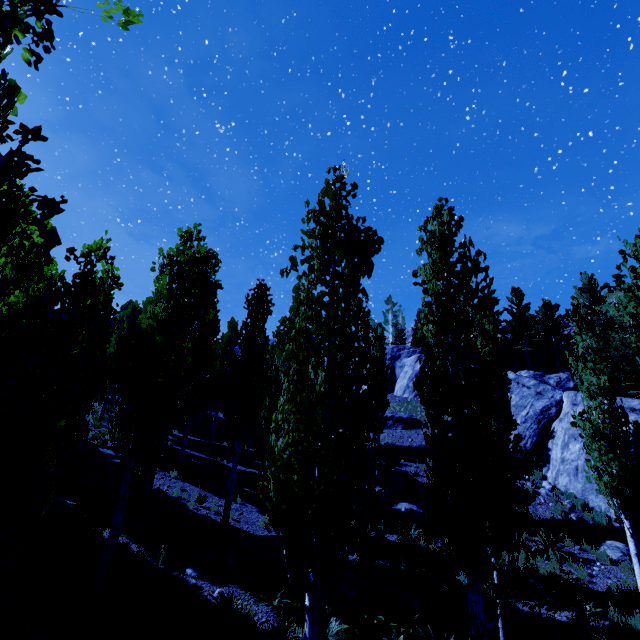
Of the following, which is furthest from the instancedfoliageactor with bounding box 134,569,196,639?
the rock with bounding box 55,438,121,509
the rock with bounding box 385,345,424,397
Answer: the rock with bounding box 55,438,121,509

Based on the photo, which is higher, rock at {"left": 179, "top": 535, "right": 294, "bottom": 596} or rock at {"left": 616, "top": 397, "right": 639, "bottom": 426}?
rock at {"left": 616, "top": 397, "right": 639, "bottom": 426}

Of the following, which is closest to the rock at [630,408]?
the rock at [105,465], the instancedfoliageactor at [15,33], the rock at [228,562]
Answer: the instancedfoliageactor at [15,33]

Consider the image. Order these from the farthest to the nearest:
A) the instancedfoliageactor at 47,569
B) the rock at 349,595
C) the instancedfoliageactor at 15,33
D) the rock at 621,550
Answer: the rock at 621,550 < the rock at 349,595 < the instancedfoliageactor at 47,569 < the instancedfoliageactor at 15,33

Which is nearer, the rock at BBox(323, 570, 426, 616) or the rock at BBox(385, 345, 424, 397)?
the rock at BBox(323, 570, 426, 616)

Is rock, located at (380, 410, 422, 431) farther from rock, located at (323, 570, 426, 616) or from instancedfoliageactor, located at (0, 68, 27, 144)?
rock, located at (323, 570, 426, 616)

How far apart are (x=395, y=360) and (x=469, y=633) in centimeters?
3592cm

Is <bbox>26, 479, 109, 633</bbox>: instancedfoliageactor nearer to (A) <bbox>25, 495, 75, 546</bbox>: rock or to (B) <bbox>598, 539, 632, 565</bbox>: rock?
(B) <bbox>598, 539, 632, 565</bbox>: rock
